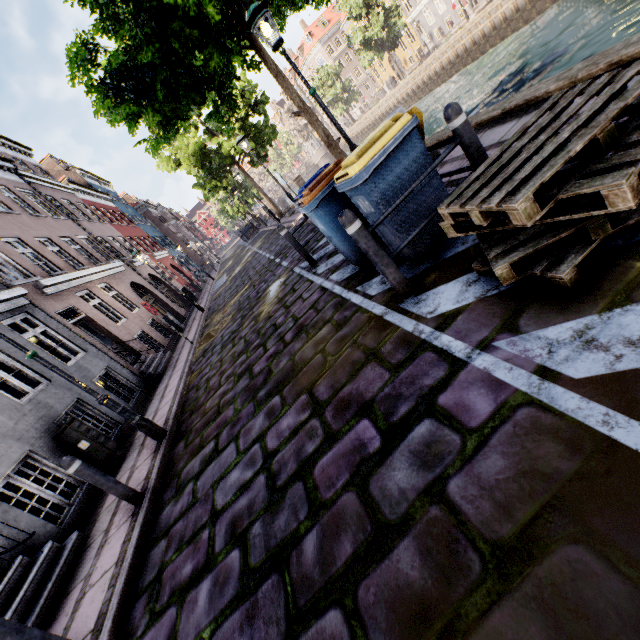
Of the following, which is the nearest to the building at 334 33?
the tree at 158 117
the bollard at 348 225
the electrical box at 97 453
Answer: the tree at 158 117

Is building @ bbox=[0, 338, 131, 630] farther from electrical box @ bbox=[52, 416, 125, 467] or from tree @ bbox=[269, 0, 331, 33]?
tree @ bbox=[269, 0, 331, 33]

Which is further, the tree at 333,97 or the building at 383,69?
the building at 383,69

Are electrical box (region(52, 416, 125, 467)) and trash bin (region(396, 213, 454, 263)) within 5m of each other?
no

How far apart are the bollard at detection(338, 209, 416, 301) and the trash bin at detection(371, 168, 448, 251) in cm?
41

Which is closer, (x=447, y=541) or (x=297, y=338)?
(x=447, y=541)

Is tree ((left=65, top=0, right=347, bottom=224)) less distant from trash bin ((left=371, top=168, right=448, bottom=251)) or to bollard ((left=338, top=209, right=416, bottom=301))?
trash bin ((left=371, top=168, right=448, bottom=251))

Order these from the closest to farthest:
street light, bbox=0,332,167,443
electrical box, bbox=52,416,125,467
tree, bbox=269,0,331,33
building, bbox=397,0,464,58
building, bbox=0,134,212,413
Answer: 1. street light, bbox=0,332,167,443
2. electrical box, bbox=52,416,125,467
3. tree, bbox=269,0,331,33
4. building, bbox=0,134,212,413
5. building, bbox=397,0,464,58
